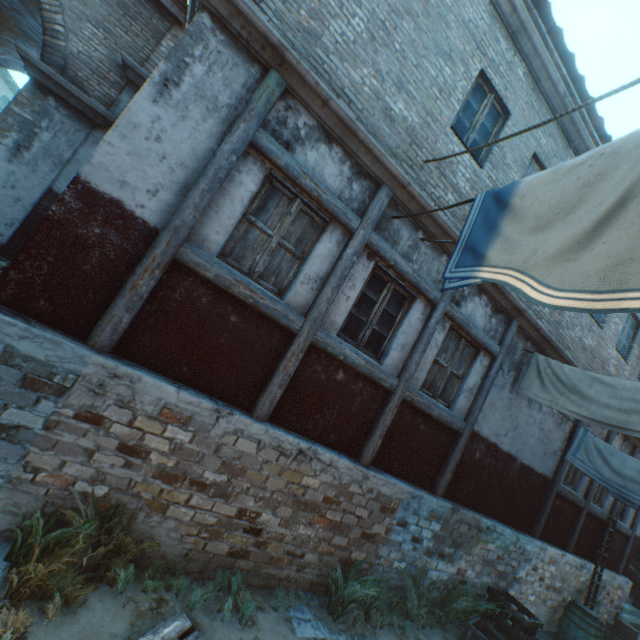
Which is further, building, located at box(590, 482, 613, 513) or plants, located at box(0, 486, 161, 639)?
building, located at box(590, 482, 613, 513)

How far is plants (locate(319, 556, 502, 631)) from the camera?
4.5m

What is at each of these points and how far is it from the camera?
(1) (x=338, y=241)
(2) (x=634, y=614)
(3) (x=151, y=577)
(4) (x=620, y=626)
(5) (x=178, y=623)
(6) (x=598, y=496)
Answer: (1) building, 4.56m
(2) stairs, 11.96m
(3) plants, 3.53m
(4) wicker basket, 9.55m
(5) pallet, 3.12m
(6) building, 9.52m

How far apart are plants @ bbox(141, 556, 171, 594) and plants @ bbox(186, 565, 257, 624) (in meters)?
0.56

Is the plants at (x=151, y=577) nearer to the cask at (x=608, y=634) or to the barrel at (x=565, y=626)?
the barrel at (x=565, y=626)

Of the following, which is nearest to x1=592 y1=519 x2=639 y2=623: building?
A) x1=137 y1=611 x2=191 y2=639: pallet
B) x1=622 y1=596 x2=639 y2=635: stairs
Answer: x1=622 y1=596 x2=639 y2=635: stairs

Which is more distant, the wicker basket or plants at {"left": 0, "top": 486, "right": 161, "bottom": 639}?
the wicker basket

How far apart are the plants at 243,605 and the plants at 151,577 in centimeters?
56cm
